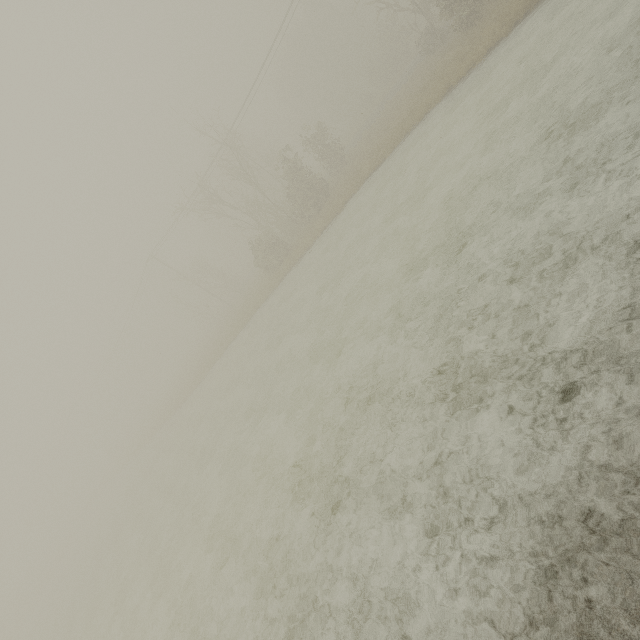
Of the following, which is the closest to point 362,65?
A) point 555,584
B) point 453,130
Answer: point 453,130
